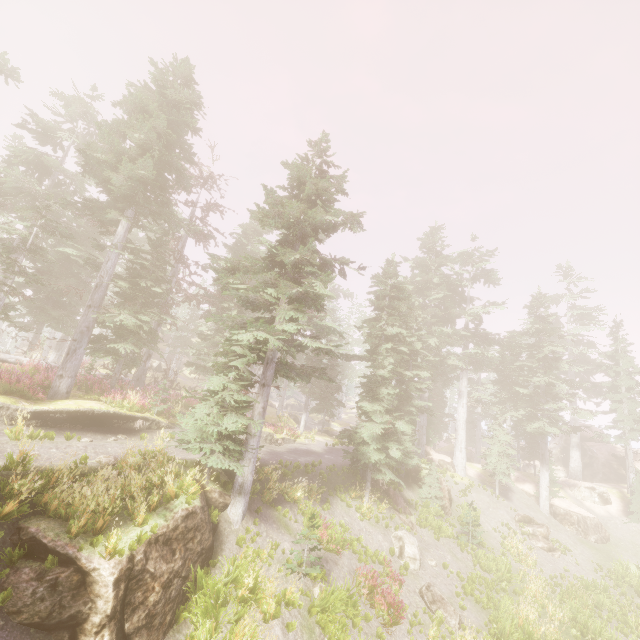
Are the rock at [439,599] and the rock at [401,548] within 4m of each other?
yes

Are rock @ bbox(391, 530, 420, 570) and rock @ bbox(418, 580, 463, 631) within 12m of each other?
yes

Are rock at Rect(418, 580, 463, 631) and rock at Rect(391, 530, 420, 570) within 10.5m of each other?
yes

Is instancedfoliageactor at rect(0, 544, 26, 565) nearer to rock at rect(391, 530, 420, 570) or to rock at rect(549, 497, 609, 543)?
rock at rect(391, 530, 420, 570)

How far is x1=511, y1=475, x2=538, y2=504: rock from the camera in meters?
29.3

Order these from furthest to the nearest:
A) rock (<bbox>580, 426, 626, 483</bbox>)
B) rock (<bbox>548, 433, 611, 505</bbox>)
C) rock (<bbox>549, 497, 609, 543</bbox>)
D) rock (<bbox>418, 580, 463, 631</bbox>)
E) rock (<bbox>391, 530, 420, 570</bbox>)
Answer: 1. rock (<bbox>580, 426, 626, 483</bbox>)
2. rock (<bbox>548, 433, 611, 505</bbox>)
3. rock (<bbox>549, 497, 609, 543</bbox>)
4. rock (<bbox>391, 530, 420, 570</bbox>)
5. rock (<bbox>418, 580, 463, 631</bbox>)

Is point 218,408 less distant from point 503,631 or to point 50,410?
point 50,410

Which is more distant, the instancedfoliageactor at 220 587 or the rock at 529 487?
the rock at 529 487
